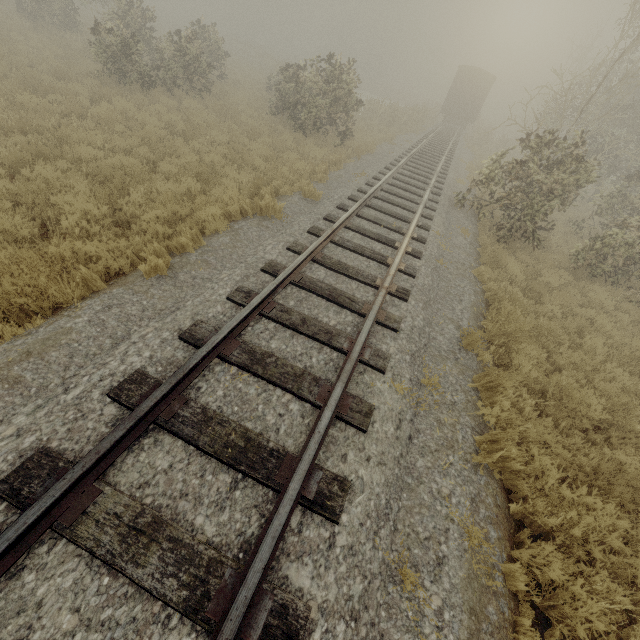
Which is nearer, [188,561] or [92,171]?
[188,561]

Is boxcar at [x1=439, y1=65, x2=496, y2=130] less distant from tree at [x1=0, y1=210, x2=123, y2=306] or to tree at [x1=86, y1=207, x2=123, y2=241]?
tree at [x1=86, y1=207, x2=123, y2=241]

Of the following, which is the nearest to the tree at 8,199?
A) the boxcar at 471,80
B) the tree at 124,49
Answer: the tree at 124,49

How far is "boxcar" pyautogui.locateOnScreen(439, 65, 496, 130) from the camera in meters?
28.2

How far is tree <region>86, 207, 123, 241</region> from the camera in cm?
565

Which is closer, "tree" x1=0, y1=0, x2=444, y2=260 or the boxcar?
"tree" x1=0, y1=0, x2=444, y2=260

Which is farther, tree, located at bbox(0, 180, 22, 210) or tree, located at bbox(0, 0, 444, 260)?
tree, located at bbox(0, 0, 444, 260)

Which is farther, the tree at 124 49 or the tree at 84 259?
the tree at 124 49
